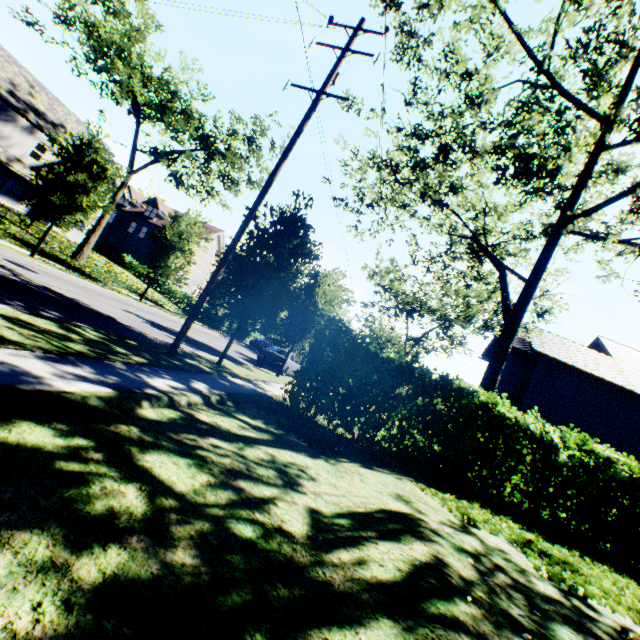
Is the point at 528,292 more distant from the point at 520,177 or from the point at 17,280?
the point at 17,280

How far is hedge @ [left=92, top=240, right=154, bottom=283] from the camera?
36.62m

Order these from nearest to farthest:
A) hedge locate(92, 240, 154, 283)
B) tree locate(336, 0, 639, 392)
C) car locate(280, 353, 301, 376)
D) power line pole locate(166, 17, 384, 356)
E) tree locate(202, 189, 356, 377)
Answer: tree locate(336, 0, 639, 392) < power line pole locate(166, 17, 384, 356) < tree locate(202, 189, 356, 377) < car locate(280, 353, 301, 376) < hedge locate(92, 240, 154, 283)

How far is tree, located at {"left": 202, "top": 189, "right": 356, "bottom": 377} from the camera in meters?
10.7 m

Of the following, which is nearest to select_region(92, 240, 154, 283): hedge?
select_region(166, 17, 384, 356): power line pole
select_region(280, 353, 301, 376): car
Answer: select_region(280, 353, 301, 376): car

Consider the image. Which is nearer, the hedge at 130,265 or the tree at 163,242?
the tree at 163,242

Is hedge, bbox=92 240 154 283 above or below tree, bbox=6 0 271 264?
below

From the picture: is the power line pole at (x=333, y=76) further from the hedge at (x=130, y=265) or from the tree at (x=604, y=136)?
the hedge at (x=130, y=265)
